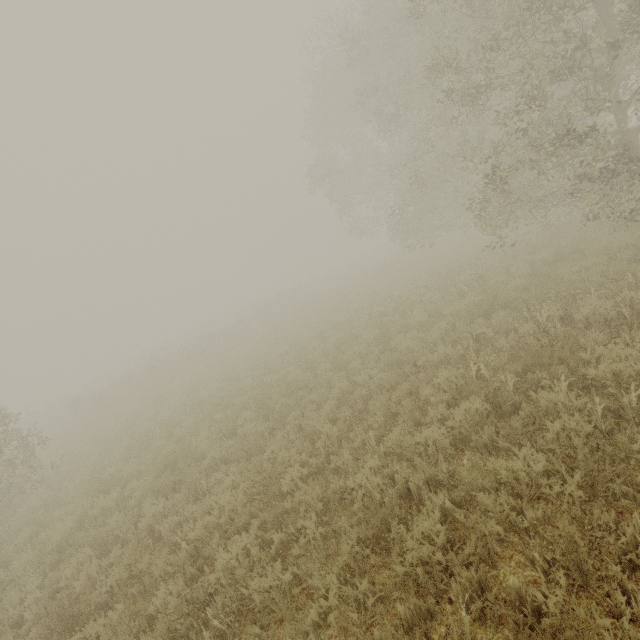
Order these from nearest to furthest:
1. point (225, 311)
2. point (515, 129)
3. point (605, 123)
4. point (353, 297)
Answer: point (515, 129)
point (605, 123)
point (353, 297)
point (225, 311)

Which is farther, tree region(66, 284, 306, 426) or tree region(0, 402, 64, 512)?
tree region(66, 284, 306, 426)

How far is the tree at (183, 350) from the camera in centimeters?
2277cm

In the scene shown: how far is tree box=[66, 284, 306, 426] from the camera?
22.8 meters

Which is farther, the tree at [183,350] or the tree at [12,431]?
the tree at [183,350]

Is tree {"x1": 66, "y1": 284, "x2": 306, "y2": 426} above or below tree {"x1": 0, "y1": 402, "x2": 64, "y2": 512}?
below
